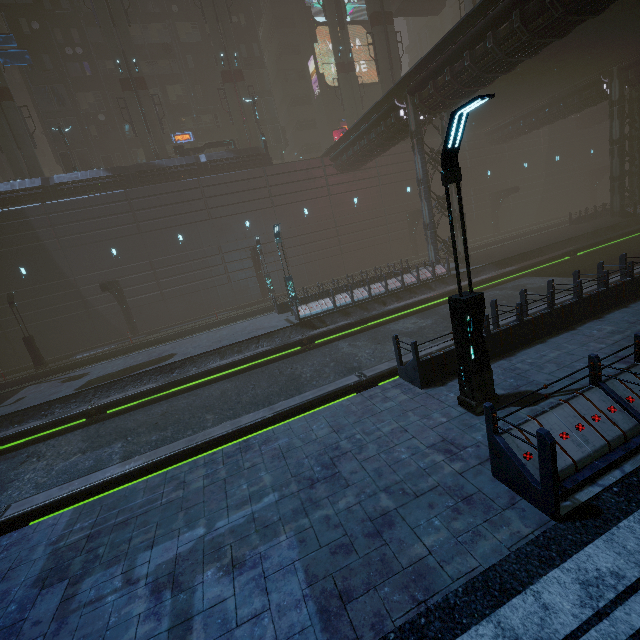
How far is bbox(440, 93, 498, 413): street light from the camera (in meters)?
5.38

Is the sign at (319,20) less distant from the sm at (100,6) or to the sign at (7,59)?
the sm at (100,6)

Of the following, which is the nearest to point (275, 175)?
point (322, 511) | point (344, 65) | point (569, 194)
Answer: point (344, 65)

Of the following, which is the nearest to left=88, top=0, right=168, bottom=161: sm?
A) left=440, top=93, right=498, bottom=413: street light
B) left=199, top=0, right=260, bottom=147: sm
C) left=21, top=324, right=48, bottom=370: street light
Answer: left=199, top=0, right=260, bottom=147: sm

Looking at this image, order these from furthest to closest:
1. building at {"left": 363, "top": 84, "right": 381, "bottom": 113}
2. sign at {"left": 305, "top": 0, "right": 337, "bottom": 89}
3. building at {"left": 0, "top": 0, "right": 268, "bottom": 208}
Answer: building at {"left": 363, "top": 84, "right": 381, "bottom": 113} < sign at {"left": 305, "top": 0, "right": 337, "bottom": 89} < building at {"left": 0, "top": 0, "right": 268, "bottom": 208}

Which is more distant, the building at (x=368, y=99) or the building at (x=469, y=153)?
the building at (x=368, y=99)

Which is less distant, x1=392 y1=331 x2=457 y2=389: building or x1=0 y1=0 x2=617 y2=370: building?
x1=392 y1=331 x2=457 y2=389: building

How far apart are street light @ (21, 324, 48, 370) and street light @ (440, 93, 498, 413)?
27.6m
